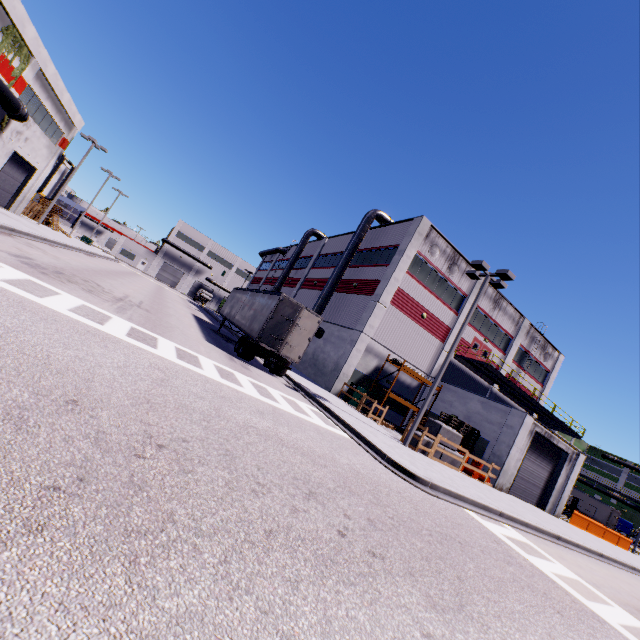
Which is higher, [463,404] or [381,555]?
[463,404]

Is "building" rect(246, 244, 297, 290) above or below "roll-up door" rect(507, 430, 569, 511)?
above

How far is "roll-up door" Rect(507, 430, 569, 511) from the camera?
20.9 meters

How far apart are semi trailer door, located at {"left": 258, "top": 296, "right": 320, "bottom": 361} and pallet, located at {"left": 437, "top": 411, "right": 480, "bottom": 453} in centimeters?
1164cm

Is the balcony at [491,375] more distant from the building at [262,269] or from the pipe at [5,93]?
the pipe at [5,93]

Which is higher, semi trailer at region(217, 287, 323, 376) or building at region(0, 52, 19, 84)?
building at region(0, 52, 19, 84)

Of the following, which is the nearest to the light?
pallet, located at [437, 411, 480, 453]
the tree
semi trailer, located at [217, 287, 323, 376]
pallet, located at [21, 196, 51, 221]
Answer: pallet, located at [437, 411, 480, 453]

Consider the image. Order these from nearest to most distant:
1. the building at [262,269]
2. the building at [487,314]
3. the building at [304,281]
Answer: the building at [487,314] < the building at [304,281] < the building at [262,269]
